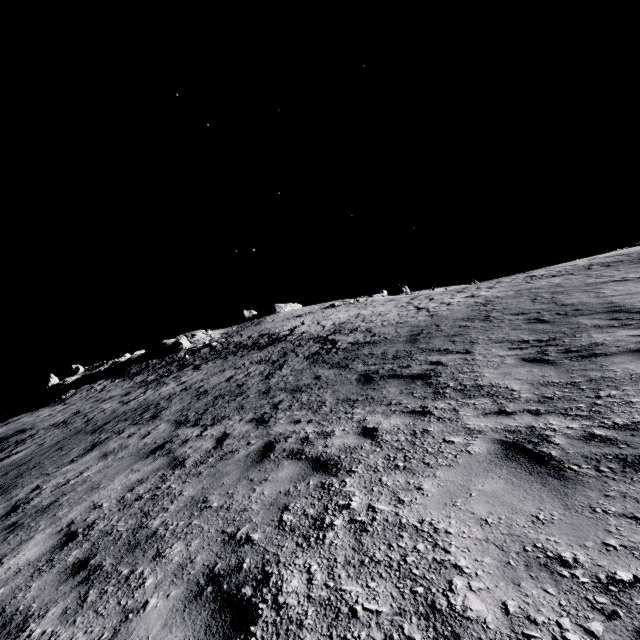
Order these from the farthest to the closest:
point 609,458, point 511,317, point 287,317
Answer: point 287,317
point 511,317
point 609,458
